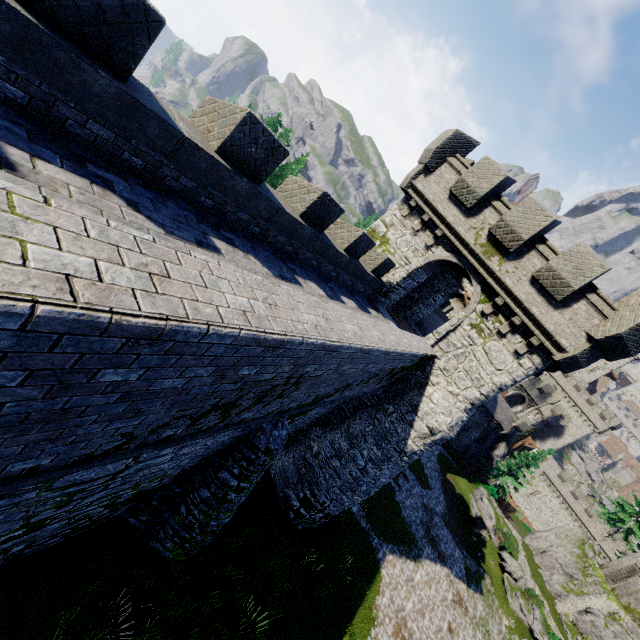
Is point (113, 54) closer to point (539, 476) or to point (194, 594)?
point (194, 594)

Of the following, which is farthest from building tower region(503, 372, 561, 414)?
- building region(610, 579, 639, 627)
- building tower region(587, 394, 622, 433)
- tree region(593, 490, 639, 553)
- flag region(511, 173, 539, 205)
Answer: flag region(511, 173, 539, 205)

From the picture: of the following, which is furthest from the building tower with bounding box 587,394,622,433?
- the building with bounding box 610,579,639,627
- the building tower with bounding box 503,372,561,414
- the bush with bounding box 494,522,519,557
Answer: the bush with bounding box 494,522,519,557

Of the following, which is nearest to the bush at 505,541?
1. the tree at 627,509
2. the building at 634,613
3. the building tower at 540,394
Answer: the building at 634,613

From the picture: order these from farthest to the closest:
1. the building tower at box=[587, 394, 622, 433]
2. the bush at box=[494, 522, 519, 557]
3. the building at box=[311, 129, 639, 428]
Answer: the building tower at box=[587, 394, 622, 433]
the bush at box=[494, 522, 519, 557]
the building at box=[311, 129, 639, 428]

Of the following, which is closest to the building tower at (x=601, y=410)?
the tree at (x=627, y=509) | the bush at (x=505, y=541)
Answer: the tree at (x=627, y=509)

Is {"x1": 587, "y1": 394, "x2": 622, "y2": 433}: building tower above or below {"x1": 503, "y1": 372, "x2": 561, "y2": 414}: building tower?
above

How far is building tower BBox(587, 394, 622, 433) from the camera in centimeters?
5806cm
